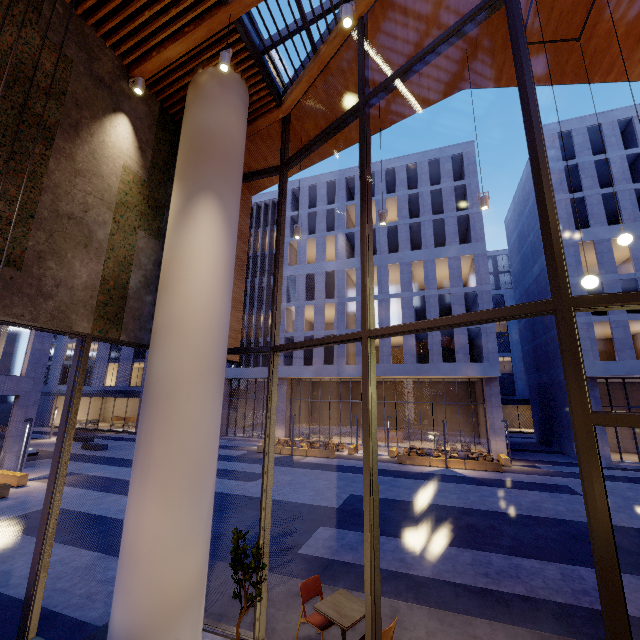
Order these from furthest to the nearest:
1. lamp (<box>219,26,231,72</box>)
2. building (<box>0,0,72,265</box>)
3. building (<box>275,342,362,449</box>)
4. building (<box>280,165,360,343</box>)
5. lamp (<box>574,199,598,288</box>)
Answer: building (<box>280,165,360,343</box>) < building (<box>275,342,362,449</box>) < lamp (<box>219,26,231,72</box>) < lamp (<box>574,199,598,288</box>) < building (<box>0,0,72,265</box>)

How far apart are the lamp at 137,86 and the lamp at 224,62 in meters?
1.7 m

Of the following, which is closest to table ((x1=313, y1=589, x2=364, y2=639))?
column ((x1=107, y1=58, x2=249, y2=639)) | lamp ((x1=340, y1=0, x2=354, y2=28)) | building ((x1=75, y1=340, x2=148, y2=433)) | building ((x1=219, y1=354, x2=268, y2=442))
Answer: column ((x1=107, y1=58, x2=249, y2=639))

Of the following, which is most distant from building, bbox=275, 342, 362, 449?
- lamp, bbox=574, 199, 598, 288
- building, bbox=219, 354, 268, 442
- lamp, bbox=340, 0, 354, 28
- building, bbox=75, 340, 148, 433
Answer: lamp, bbox=340, 0, 354, 28

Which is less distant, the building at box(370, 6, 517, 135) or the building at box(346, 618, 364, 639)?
the building at box(346, 618, 364, 639)

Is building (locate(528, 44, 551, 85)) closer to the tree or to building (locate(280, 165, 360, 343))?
the tree

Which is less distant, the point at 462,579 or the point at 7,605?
the point at 7,605

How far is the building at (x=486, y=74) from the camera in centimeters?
685cm
